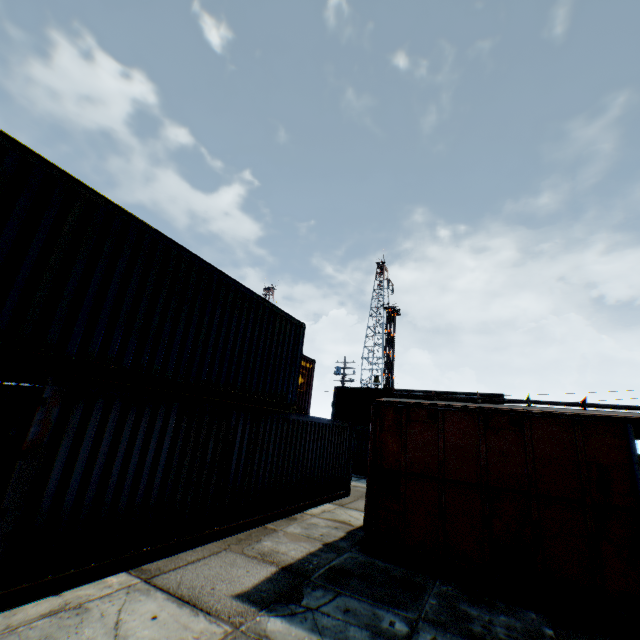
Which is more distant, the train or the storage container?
the train

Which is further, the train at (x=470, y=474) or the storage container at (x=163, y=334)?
the train at (x=470, y=474)

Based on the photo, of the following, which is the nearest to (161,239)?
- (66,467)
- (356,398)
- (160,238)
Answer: (160,238)
